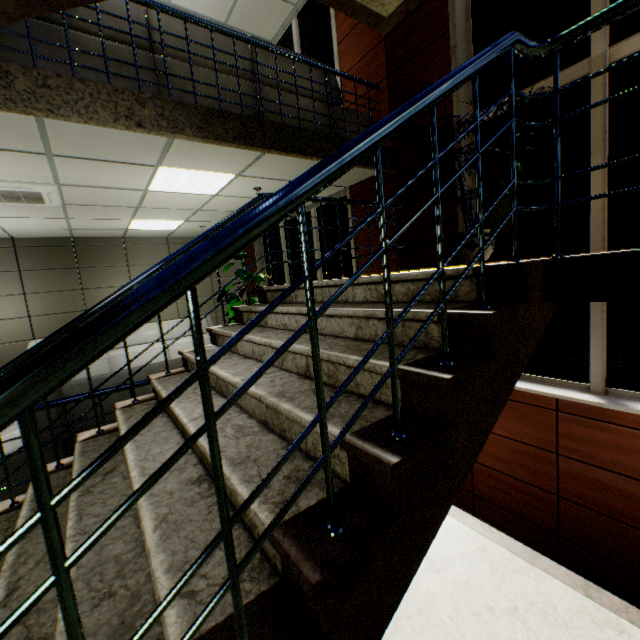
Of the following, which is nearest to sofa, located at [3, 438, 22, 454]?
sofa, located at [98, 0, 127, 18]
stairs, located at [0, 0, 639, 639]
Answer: stairs, located at [0, 0, 639, 639]

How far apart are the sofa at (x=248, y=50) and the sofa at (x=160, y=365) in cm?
253

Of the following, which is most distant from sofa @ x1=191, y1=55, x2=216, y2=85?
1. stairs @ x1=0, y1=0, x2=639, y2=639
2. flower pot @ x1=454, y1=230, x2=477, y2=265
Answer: flower pot @ x1=454, y1=230, x2=477, y2=265

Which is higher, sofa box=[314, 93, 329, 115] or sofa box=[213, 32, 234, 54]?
sofa box=[213, 32, 234, 54]

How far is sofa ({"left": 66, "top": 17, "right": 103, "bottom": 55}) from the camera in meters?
2.7 m

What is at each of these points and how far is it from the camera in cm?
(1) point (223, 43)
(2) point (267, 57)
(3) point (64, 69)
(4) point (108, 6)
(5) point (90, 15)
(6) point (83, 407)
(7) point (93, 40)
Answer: (1) sofa, 348
(2) sofa, 378
(3) sofa, 271
(4) sofa, 288
(5) sofa, 281
(6) sofa, 289
(7) sofa, 281
